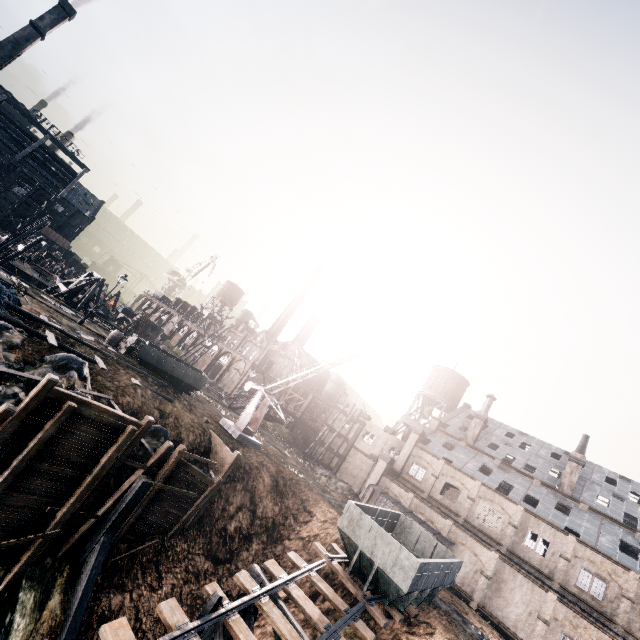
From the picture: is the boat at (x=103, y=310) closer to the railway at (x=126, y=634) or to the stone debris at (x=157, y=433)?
the stone debris at (x=157, y=433)

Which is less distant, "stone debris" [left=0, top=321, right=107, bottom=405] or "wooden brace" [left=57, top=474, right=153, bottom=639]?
"wooden brace" [left=57, top=474, right=153, bottom=639]

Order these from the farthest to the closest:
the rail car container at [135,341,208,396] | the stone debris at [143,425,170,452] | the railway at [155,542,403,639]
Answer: the rail car container at [135,341,208,396], the stone debris at [143,425,170,452], the railway at [155,542,403,639]

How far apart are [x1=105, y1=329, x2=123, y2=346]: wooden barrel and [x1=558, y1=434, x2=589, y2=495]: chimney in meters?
50.2

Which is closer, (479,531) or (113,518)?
(113,518)

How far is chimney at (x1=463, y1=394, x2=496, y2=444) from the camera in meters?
45.1

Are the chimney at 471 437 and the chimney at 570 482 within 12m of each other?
yes

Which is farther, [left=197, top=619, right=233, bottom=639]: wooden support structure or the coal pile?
the coal pile
